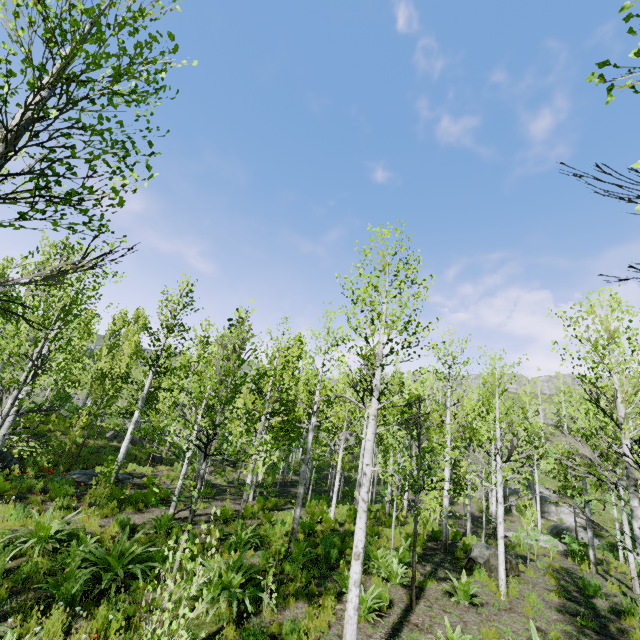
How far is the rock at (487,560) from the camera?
10.45m

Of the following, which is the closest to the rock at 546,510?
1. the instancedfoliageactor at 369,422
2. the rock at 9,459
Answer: the instancedfoliageactor at 369,422

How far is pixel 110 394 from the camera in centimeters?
1392cm

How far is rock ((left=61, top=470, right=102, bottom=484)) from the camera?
13.60m

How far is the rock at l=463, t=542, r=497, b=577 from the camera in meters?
10.4

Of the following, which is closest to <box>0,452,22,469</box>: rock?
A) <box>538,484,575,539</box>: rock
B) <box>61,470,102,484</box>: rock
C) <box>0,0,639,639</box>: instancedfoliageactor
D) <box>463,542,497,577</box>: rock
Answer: <box>0,0,639,639</box>: instancedfoliageactor

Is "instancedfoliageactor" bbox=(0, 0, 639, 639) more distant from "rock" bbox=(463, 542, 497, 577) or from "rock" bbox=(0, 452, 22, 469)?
"rock" bbox=(463, 542, 497, 577)

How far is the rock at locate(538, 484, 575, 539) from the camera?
24.6m
